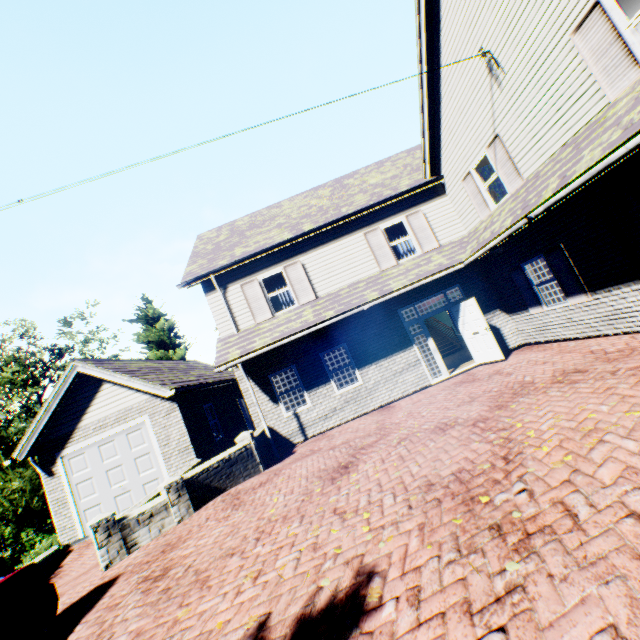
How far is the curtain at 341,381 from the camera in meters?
11.8 m

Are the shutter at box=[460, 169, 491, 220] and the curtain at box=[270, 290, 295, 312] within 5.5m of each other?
no

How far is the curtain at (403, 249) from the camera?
12.5m

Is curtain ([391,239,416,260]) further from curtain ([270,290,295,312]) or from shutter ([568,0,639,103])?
shutter ([568,0,639,103])

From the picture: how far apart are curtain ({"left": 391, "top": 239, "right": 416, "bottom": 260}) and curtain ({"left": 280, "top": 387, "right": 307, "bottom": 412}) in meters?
3.2

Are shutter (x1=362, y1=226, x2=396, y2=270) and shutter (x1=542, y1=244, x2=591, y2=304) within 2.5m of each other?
no

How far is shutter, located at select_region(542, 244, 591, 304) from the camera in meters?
8.3 m

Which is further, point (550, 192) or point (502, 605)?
point (550, 192)
